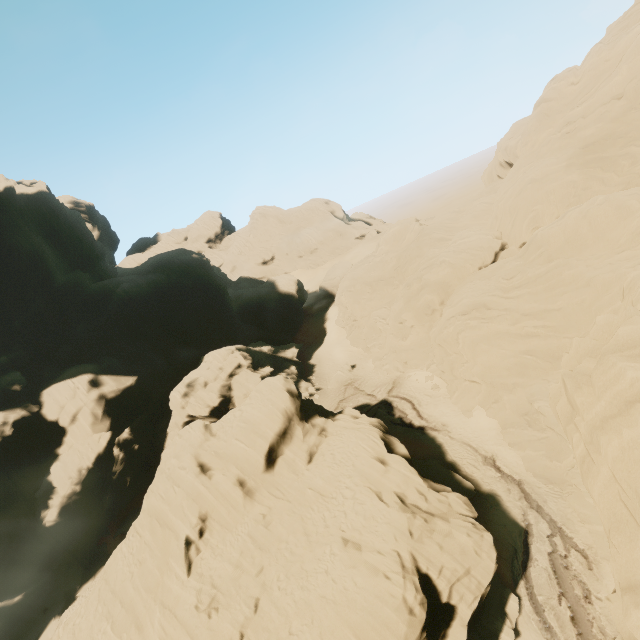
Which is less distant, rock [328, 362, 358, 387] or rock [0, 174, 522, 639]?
rock [0, 174, 522, 639]

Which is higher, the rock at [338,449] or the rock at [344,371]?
the rock at [338,449]

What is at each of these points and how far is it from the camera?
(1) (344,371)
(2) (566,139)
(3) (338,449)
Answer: (1) rock, 47.1m
(2) rock, 31.9m
(3) rock, 24.3m

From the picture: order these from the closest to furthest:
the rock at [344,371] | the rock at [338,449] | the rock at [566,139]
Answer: the rock at [566,139]
the rock at [338,449]
the rock at [344,371]

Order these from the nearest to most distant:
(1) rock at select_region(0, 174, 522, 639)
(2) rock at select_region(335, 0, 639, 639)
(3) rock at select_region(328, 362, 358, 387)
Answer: (2) rock at select_region(335, 0, 639, 639) → (1) rock at select_region(0, 174, 522, 639) → (3) rock at select_region(328, 362, 358, 387)

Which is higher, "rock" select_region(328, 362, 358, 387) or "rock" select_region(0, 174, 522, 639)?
"rock" select_region(0, 174, 522, 639)
